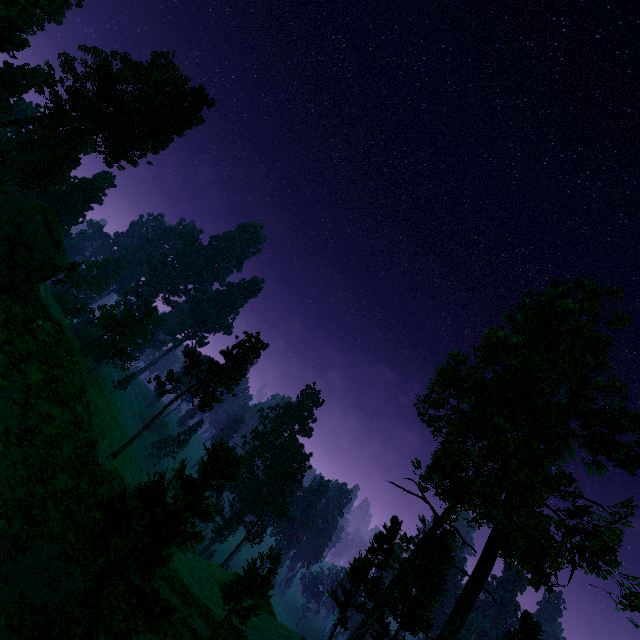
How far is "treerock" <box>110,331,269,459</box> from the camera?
42.3m

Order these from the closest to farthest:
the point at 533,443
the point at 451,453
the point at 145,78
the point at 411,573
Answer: the point at 451,453 → the point at 533,443 → the point at 411,573 → the point at 145,78

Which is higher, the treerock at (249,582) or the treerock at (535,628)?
the treerock at (535,628)

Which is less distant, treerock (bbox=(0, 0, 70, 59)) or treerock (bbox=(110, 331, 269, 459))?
treerock (bbox=(0, 0, 70, 59))

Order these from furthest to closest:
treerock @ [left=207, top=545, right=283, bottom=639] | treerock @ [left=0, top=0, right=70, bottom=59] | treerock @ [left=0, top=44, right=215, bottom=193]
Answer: treerock @ [left=0, top=44, right=215, bottom=193] < treerock @ [left=0, top=0, right=70, bottom=59] < treerock @ [left=207, top=545, right=283, bottom=639]

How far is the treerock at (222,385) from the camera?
42.3 meters
